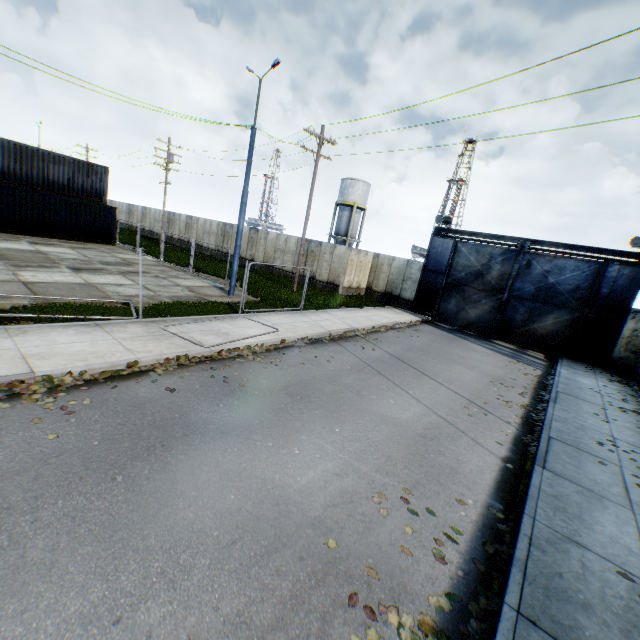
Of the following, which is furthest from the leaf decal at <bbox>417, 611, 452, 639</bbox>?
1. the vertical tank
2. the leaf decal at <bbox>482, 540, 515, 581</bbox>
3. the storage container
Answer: the vertical tank

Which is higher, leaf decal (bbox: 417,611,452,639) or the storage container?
the storage container

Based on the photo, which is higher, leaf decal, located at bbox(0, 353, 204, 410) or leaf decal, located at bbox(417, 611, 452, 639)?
leaf decal, located at bbox(0, 353, 204, 410)

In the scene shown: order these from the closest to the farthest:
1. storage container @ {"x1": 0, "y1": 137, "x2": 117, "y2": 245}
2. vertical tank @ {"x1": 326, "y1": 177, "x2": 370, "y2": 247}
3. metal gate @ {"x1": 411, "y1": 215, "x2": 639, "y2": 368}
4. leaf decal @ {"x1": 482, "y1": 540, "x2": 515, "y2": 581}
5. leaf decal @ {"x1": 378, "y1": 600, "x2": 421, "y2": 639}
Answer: leaf decal @ {"x1": 378, "y1": 600, "x2": 421, "y2": 639}, leaf decal @ {"x1": 482, "y1": 540, "x2": 515, "y2": 581}, metal gate @ {"x1": 411, "y1": 215, "x2": 639, "y2": 368}, storage container @ {"x1": 0, "y1": 137, "x2": 117, "y2": 245}, vertical tank @ {"x1": 326, "y1": 177, "x2": 370, "y2": 247}

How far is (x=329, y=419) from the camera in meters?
6.9

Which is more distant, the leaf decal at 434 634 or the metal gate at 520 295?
the metal gate at 520 295

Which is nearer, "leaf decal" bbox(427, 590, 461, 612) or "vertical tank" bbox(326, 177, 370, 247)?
"leaf decal" bbox(427, 590, 461, 612)

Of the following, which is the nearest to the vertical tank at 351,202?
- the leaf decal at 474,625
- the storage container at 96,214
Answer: the storage container at 96,214
